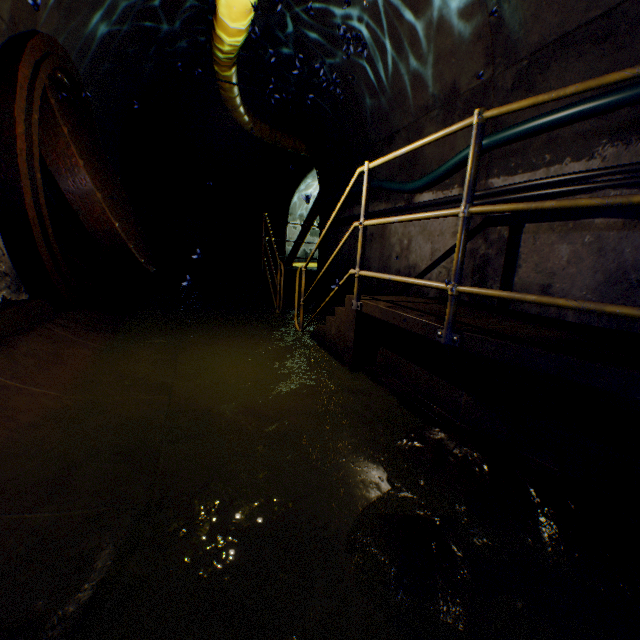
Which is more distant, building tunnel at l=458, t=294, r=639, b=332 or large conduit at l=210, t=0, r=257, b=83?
large conduit at l=210, t=0, r=257, b=83

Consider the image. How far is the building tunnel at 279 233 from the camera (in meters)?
12.20

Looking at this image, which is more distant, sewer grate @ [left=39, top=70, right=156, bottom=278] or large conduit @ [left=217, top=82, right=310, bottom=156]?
large conduit @ [left=217, top=82, right=310, bottom=156]

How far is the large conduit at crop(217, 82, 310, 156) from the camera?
6.4m

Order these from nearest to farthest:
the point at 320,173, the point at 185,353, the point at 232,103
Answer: the point at 185,353 < the point at 232,103 < the point at 320,173

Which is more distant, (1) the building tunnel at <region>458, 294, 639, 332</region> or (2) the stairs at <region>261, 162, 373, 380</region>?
(2) the stairs at <region>261, 162, 373, 380</region>

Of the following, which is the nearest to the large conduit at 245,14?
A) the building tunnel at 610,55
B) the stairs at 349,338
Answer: the building tunnel at 610,55

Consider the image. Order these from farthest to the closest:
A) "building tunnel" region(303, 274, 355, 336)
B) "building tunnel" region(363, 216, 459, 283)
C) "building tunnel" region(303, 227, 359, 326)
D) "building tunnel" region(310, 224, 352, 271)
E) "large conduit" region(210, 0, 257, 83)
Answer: "building tunnel" region(310, 224, 352, 271)
"building tunnel" region(303, 227, 359, 326)
"building tunnel" region(303, 274, 355, 336)
"building tunnel" region(363, 216, 459, 283)
"large conduit" region(210, 0, 257, 83)
